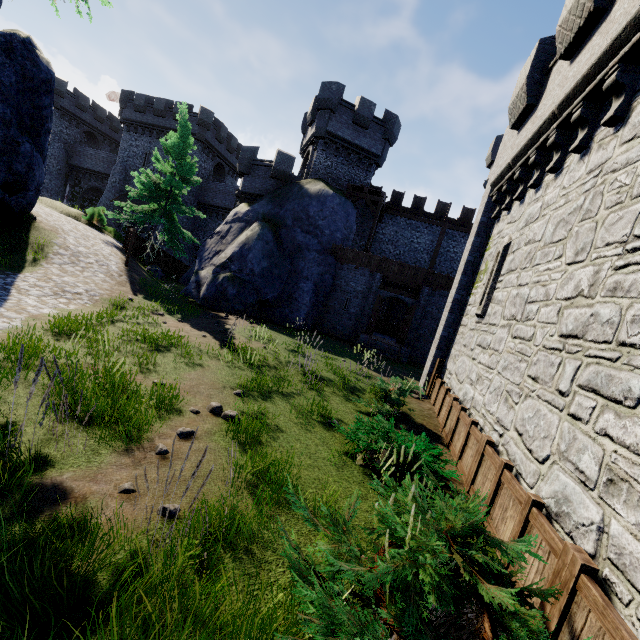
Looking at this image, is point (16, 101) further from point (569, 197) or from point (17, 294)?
point (569, 197)

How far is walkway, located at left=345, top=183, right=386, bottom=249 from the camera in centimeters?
2384cm

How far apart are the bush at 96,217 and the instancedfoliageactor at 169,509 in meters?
26.0 m

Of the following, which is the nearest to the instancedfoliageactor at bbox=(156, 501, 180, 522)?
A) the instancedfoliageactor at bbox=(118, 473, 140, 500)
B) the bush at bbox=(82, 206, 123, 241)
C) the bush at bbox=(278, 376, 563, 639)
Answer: the instancedfoliageactor at bbox=(118, 473, 140, 500)

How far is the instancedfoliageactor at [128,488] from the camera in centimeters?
321cm

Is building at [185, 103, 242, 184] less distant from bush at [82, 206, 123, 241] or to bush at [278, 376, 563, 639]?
bush at [82, 206, 123, 241]

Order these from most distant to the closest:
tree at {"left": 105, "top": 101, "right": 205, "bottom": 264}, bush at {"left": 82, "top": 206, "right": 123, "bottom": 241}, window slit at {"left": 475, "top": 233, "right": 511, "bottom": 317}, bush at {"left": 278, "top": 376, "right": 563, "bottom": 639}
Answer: bush at {"left": 82, "top": 206, "right": 123, "bottom": 241} → tree at {"left": 105, "top": 101, "right": 205, "bottom": 264} → window slit at {"left": 475, "top": 233, "right": 511, "bottom": 317} → bush at {"left": 278, "top": 376, "right": 563, "bottom": 639}

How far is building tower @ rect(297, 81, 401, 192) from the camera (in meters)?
23.69
